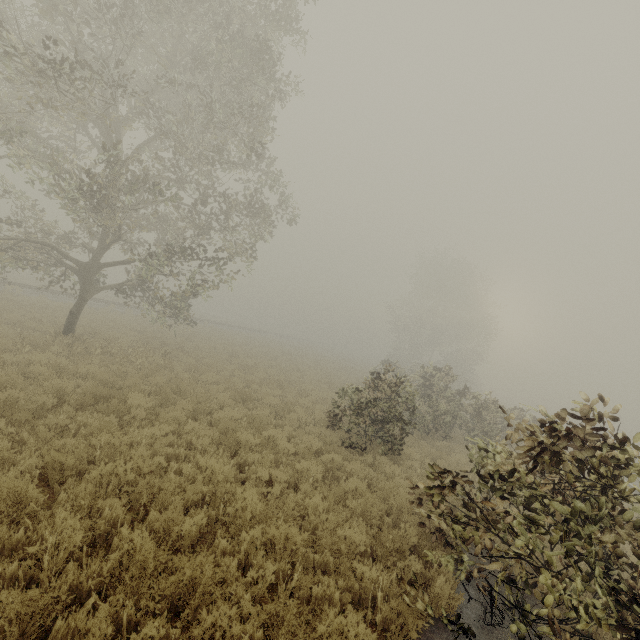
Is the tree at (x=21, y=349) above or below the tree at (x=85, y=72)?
below

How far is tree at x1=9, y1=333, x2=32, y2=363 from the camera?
10.1m

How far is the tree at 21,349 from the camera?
10.1 meters

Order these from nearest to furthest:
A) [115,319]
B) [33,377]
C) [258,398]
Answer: [33,377] < [258,398] < [115,319]

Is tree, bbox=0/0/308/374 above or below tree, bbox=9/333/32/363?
above
